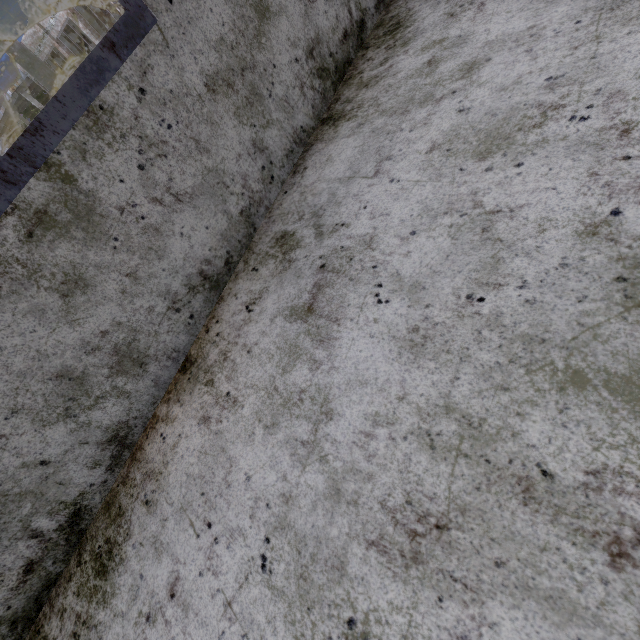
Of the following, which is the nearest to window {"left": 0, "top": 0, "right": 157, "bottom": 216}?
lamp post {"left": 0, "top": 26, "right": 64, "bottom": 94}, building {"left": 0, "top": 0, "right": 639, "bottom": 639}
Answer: building {"left": 0, "top": 0, "right": 639, "bottom": 639}

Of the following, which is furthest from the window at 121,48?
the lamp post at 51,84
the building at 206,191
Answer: the lamp post at 51,84

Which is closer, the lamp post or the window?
the window

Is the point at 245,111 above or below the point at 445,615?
above

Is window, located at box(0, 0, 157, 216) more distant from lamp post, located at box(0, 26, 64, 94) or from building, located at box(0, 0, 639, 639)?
lamp post, located at box(0, 26, 64, 94)

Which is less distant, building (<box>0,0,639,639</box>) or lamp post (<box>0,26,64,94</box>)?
building (<box>0,0,639,639</box>)
